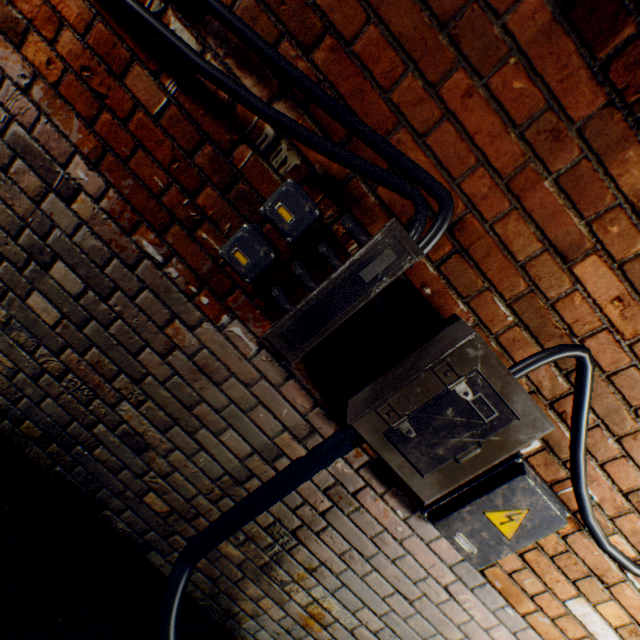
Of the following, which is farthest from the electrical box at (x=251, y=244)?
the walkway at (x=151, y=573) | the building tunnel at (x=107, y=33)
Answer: the walkway at (x=151, y=573)

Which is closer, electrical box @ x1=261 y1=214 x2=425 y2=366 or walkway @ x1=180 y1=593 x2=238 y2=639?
electrical box @ x1=261 y1=214 x2=425 y2=366

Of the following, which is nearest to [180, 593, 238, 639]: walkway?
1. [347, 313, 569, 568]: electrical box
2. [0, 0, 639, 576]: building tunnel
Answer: [0, 0, 639, 576]: building tunnel

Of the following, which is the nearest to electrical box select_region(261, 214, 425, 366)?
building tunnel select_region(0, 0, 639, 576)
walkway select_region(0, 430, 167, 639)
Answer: building tunnel select_region(0, 0, 639, 576)

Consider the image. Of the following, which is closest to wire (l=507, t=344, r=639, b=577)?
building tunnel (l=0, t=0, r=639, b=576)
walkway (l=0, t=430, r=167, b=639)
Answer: building tunnel (l=0, t=0, r=639, b=576)

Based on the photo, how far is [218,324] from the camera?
1.22m

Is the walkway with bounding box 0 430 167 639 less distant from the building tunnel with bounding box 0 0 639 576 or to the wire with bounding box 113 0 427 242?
the building tunnel with bounding box 0 0 639 576
